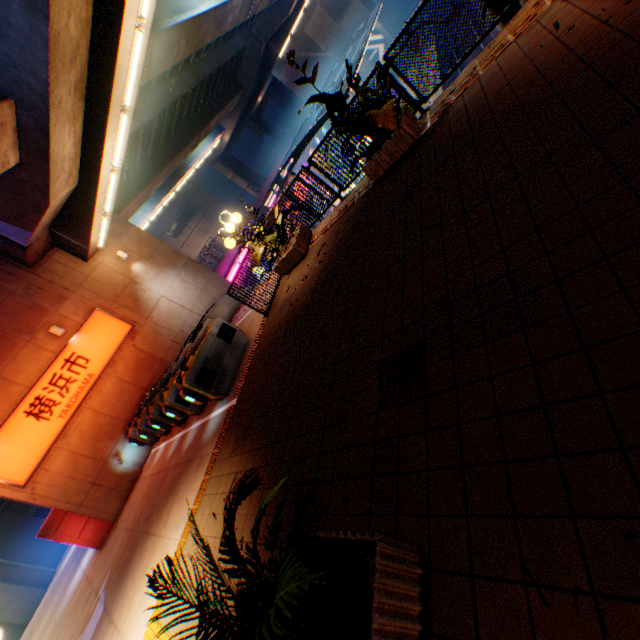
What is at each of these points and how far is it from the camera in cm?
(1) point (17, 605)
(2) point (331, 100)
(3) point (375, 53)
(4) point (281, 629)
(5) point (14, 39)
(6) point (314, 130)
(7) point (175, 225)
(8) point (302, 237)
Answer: (1) overpass support, 1766
(2) plants, 541
(3) billboard, 3816
(4) plants, 153
(5) overpass support, 680
(6) canopy, 1856
(7) building, 4894
(8) flower bed, 841

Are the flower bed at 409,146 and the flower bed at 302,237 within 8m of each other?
yes

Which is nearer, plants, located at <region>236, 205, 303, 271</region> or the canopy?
plants, located at <region>236, 205, 303, 271</region>

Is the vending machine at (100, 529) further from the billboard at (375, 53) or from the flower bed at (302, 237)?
the billboard at (375, 53)

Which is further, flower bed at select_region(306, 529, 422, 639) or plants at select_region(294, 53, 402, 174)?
plants at select_region(294, 53, 402, 174)

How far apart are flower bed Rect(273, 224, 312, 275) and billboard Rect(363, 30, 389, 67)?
41.8 meters

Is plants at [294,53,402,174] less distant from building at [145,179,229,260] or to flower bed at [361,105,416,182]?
flower bed at [361,105,416,182]

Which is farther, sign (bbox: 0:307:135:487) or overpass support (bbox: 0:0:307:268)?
sign (bbox: 0:307:135:487)
